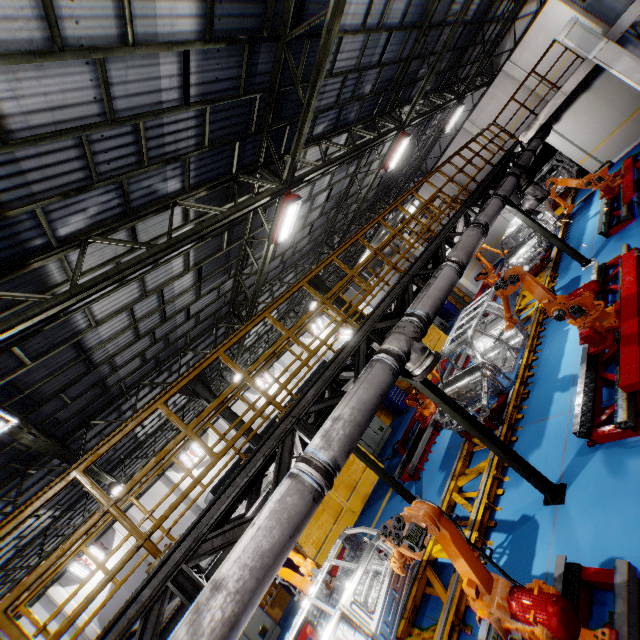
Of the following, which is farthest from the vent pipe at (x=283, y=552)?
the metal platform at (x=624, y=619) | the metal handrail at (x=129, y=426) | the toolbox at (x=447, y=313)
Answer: the toolbox at (x=447, y=313)

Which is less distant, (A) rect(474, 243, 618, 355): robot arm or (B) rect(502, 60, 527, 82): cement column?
(A) rect(474, 243, 618, 355): robot arm

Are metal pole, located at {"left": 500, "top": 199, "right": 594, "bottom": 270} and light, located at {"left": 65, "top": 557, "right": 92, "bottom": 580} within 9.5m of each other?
no

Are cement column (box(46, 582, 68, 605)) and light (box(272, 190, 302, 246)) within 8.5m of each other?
no

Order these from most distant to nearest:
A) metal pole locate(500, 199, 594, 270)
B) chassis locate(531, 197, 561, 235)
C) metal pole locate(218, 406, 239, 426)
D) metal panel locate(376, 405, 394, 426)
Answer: metal panel locate(376, 405, 394, 426), chassis locate(531, 197, 561, 235), metal pole locate(218, 406, 239, 426), metal pole locate(500, 199, 594, 270)

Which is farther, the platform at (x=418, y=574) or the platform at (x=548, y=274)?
the platform at (x=548, y=274)

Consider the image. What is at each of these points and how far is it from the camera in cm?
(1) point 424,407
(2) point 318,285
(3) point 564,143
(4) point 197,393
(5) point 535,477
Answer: (1) robot arm, 1102
(2) metal pole, 1716
(3) cement column, 1577
(4) metal pole, 1232
(5) metal pole, 514

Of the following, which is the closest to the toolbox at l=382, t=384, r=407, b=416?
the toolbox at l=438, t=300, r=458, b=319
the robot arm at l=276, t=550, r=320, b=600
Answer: the robot arm at l=276, t=550, r=320, b=600
